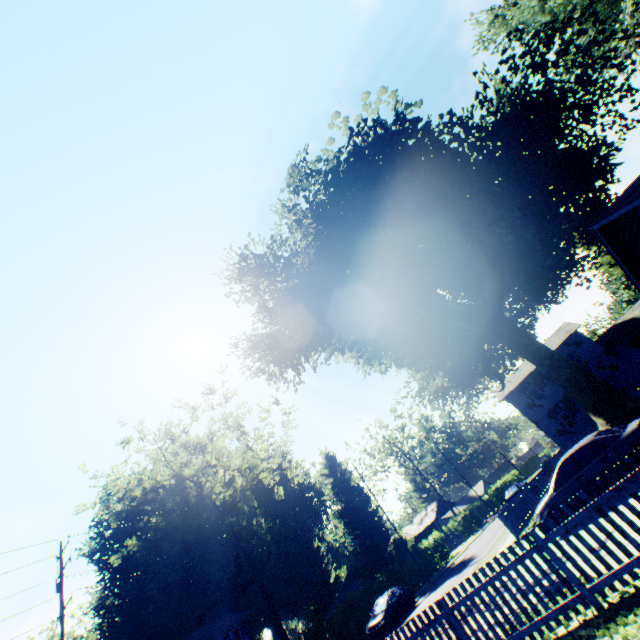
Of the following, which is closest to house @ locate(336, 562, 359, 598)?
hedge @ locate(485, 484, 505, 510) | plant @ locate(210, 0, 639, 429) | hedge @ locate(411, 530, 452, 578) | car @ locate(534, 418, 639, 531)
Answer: hedge @ locate(485, 484, 505, 510)

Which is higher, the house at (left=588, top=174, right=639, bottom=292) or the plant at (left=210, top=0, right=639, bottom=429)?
the plant at (left=210, top=0, right=639, bottom=429)

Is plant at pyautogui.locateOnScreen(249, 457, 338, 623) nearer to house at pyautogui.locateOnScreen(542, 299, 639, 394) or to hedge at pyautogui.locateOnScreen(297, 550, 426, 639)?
hedge at pyautogui.locateOnScreen(297, 550, 426, 639)

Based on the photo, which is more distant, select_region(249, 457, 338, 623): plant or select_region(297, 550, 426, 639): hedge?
select_region(249, 457, 338, 623): plant

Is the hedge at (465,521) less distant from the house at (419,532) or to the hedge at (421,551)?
the house at (419,532)

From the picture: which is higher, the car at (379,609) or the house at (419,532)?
the house at (419,532)

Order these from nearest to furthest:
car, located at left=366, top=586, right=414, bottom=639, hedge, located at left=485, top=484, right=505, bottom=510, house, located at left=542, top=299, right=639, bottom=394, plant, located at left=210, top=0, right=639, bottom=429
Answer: plant, located at left=210, top=0, right=639, bottom=429
car, located at left=366, top=586, right=414, bottom=639
house, located at left=542, top=299, right=639, bottom=394
hedge, located at left=485, top=484, right=505, bottom=510

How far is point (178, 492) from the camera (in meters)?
26.62
